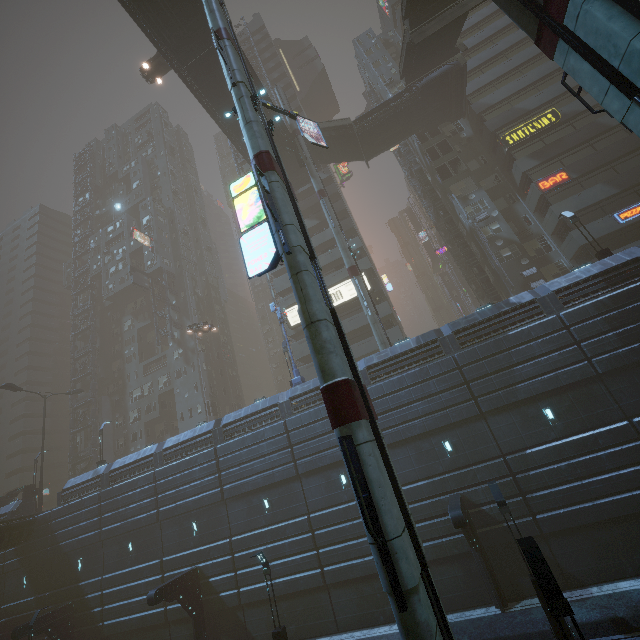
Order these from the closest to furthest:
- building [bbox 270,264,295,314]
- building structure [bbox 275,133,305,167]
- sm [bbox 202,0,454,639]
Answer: sm [bbox 202,0,454,639], building structure [bbox 275,133,305,167], building [bbox 270,264,295,314]

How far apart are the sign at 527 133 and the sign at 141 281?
48.3 meters

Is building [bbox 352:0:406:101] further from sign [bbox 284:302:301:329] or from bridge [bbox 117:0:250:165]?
bridge [bbox 117:0:250:165]

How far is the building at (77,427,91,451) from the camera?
46.6m

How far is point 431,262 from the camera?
57.3m

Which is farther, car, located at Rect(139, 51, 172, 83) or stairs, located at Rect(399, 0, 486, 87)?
car, located at Rect(139, 51, 172, 83)

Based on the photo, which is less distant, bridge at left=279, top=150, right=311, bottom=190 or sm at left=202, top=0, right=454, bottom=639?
sm at left=202, top=0, right=454, bottom=639

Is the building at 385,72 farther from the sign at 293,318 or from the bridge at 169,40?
the bridge at 169,40
